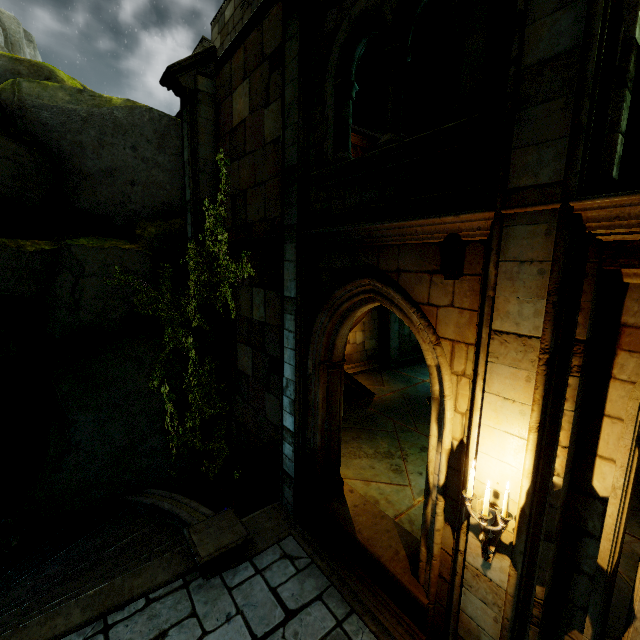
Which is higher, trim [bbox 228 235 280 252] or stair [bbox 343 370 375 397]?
trim [bbox 228 235 280 252]

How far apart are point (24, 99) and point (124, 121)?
2.4 meters

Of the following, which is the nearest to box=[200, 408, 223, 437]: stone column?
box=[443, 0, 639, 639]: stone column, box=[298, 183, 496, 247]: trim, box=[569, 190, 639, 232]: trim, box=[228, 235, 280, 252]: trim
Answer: box=[228, 235, 280, 252]: trim

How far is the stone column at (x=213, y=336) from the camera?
9.0m

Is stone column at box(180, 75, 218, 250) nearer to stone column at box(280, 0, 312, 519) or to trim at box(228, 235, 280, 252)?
trim at box(228, 235, 280, 252)

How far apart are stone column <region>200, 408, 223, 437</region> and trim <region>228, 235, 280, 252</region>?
4.82m

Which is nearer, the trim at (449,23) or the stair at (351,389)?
the trim at (449,23)

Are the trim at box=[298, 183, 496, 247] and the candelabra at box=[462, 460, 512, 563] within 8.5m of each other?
yes
